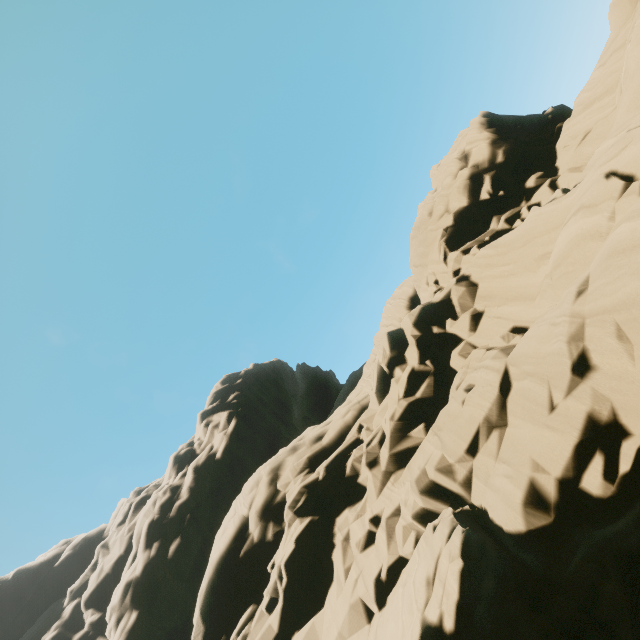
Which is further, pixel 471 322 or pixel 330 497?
pixel 330 497
